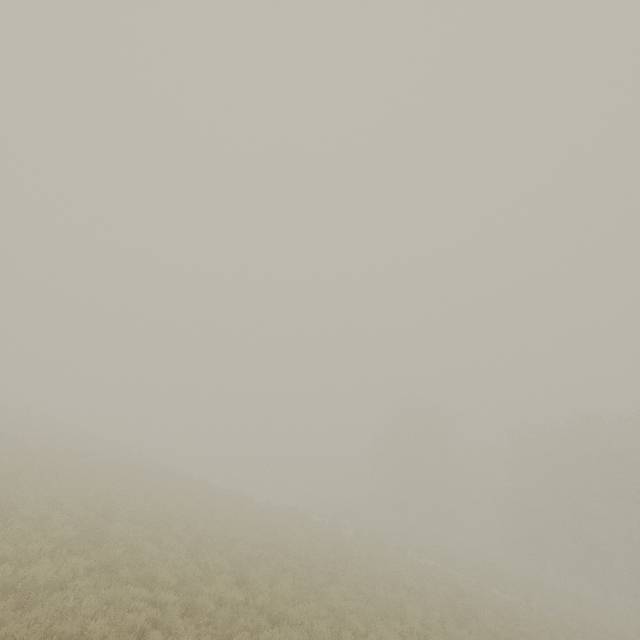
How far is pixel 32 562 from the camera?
7.2m
